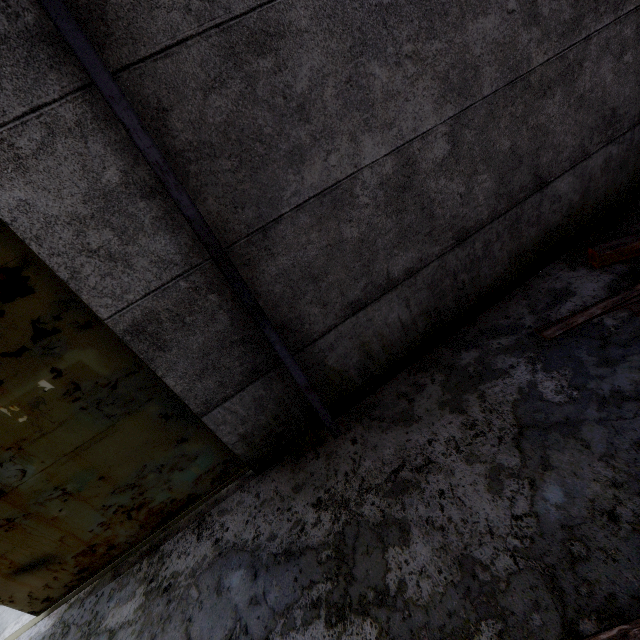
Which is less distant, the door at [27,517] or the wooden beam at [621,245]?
the door at [27,517]

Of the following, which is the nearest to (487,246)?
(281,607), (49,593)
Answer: (281,607)

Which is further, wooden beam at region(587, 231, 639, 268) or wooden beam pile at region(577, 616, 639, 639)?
wooden beam at region(587, 231, 639, 268)

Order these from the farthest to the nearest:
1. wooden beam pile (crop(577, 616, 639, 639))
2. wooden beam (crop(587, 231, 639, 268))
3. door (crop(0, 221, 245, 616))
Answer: wooden beam (crop(587, 231, 639, 268))
door (crop(0, 221, 245, 616))
wooden beam pile (crop(577, 616, 639, 639))

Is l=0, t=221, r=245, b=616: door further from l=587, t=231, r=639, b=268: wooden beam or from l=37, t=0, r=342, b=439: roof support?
l=587, t=231, r=639, b=268: wooden beam

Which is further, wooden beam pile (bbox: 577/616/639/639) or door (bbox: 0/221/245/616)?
door (bbox: 0/221/245/616)

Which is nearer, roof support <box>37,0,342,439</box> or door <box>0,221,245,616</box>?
roof support <box>37,0,342,439</box>

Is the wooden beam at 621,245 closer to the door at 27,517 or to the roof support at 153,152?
the roof support at 153,152
